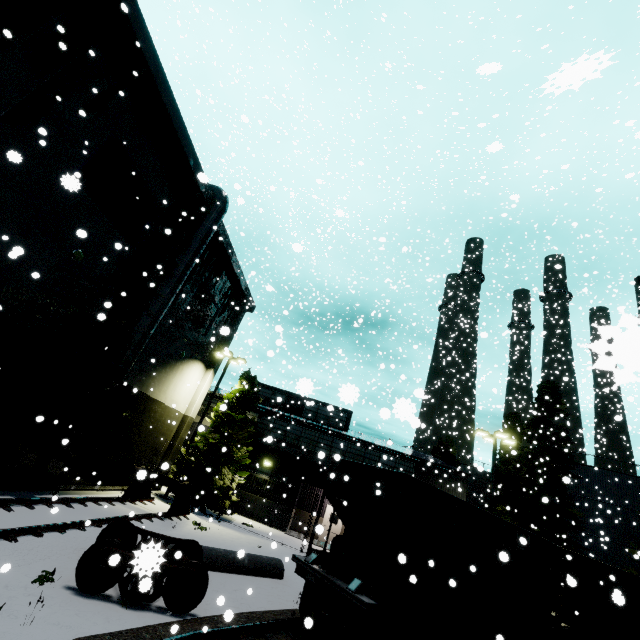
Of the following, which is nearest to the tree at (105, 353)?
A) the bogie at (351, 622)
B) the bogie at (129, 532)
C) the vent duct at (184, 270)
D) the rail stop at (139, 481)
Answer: the vent duct at (184, 270)

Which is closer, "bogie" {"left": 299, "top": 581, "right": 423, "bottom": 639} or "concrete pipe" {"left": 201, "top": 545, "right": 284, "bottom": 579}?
"bogie" {"left": 299, "top": 581, "right": 423, "bottom": 639}

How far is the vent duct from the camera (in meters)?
13.20

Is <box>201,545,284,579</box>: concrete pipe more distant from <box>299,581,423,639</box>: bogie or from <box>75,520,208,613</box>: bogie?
<box>299,581,423,639</box>: bogie

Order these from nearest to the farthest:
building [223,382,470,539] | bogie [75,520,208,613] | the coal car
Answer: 1. bogie [75,520,208,613]
2. the coal car
3. building [223,382,470,539]

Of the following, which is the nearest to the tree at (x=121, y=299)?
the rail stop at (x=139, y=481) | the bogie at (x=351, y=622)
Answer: the rail stop at (x=139, y=481)

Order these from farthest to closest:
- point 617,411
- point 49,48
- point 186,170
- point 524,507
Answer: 1. point 617,411
2. point 524,507
3. point 186,170
4. point 49,48

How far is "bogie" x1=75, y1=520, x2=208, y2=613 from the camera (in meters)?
3.45
